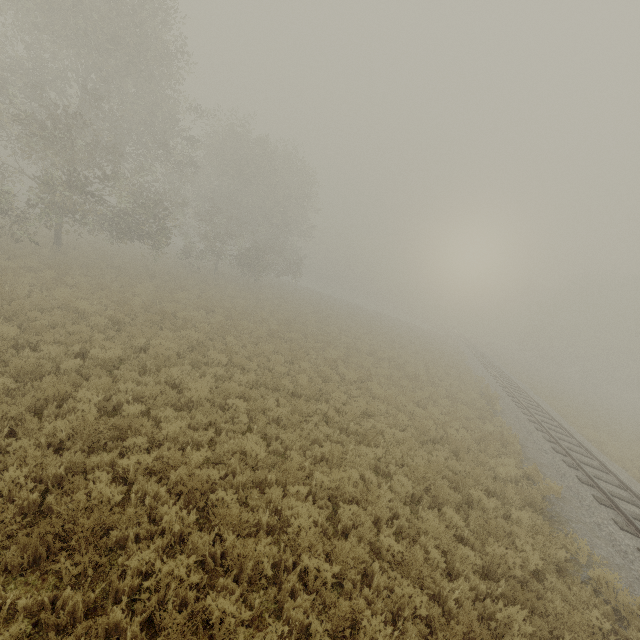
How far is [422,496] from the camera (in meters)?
8.35
